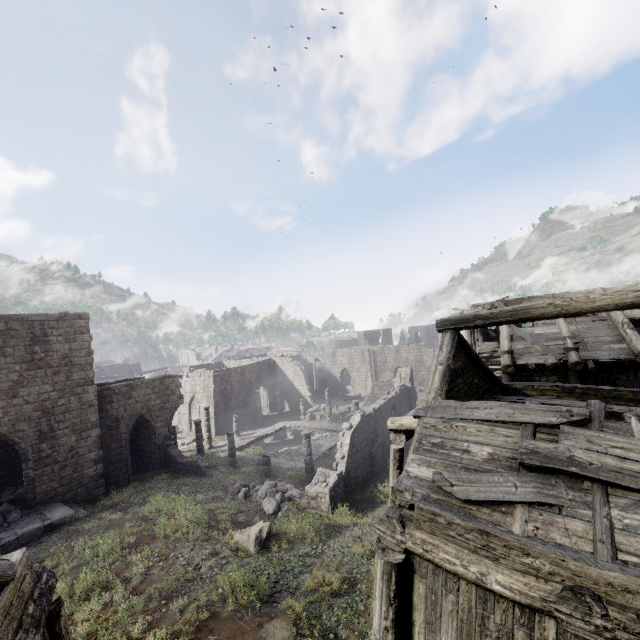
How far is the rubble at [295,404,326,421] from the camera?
35.8 meters

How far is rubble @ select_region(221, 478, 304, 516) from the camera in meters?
15.6 m

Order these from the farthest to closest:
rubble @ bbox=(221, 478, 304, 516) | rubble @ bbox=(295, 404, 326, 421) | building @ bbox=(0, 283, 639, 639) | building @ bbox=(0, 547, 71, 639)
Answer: rubble @ bbox=(295, 404, 326, 421) < rubble @ bbox=(221, 478, 304, 516) < building @ bbox=(0, 283, 639, 639) < building @ bbox=(0, 547, 71, 639)

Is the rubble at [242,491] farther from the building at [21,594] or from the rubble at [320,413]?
the rubble at [320,413]

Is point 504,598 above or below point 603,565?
below

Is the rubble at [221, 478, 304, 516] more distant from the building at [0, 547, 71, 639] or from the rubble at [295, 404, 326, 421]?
the rubble at [295, 404, 326, 421]

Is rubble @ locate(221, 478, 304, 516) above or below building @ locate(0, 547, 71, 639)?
below
